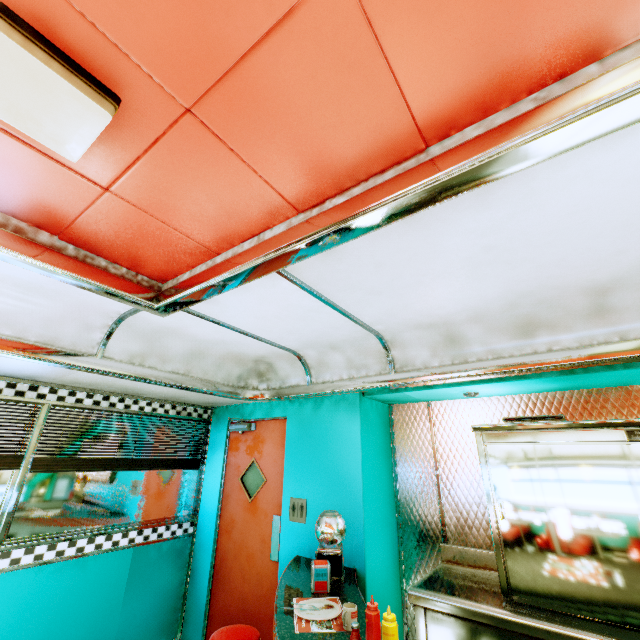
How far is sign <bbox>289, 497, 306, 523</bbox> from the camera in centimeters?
329cm

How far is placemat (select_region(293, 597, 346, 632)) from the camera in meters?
1.8 m

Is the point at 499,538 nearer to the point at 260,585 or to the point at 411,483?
the point at 411,483

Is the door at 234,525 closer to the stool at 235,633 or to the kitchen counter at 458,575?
the stool at 235,633

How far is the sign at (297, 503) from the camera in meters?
3.3 m

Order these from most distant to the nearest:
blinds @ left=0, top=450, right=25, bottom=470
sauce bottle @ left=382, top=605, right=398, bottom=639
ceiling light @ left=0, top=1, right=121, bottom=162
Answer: blinds @ left=0, top=450, right=25, bottom=470 < sauce bottle @ left=382, top=605, right=398, bottom=639 < ceiling light @ left=0, top=1, right=121, bottom=162

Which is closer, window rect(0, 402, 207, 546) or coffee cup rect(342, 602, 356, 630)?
coffee cup rect(342, 602, 356, 630)

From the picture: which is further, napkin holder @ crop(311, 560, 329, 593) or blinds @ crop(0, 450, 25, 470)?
blinds @ crop(0, 450, 25, 470)
